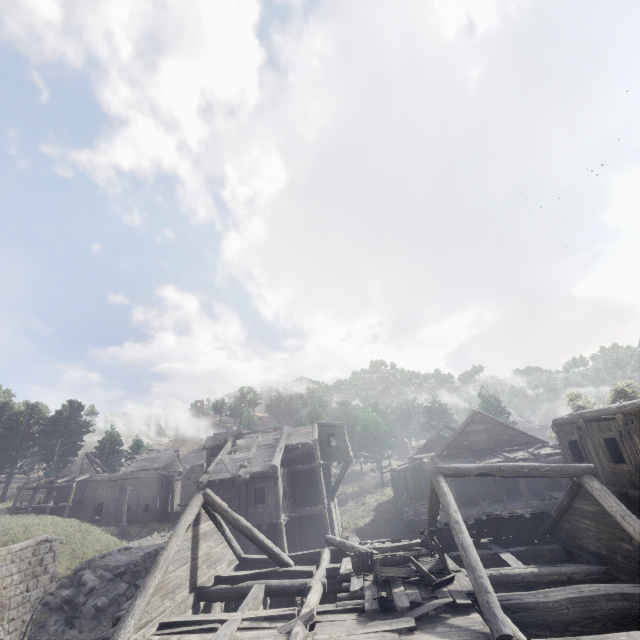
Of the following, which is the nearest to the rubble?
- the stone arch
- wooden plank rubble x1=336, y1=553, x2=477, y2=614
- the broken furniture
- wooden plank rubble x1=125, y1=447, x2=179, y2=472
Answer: the stone arch

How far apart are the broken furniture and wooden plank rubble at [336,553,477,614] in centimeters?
1cm

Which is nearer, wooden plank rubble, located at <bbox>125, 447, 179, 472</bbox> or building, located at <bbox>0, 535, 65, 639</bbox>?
building, located at <bbox>0, 535, 65, 639</bbox>

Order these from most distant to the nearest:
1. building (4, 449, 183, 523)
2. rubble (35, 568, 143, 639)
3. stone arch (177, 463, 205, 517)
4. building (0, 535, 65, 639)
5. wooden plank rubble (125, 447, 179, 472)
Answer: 1. wooden plank rubble (125, 447, 179, 472)
2. building (4, 449, 183, 523)
3. stone arch (177, 463, 205, 517)
4. rubble (35, 568, 143, 639)
5. building (0, 535, 65, 639)

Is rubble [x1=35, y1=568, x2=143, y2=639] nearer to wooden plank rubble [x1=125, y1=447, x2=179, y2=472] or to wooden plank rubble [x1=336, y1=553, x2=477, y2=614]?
wooden plank rubble [x1=336, y1=553, x2=477, y2=614]

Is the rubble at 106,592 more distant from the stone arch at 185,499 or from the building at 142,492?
the building at 142,492

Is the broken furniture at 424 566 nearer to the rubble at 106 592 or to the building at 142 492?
the rubble at 106 592

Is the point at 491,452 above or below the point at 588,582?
above
